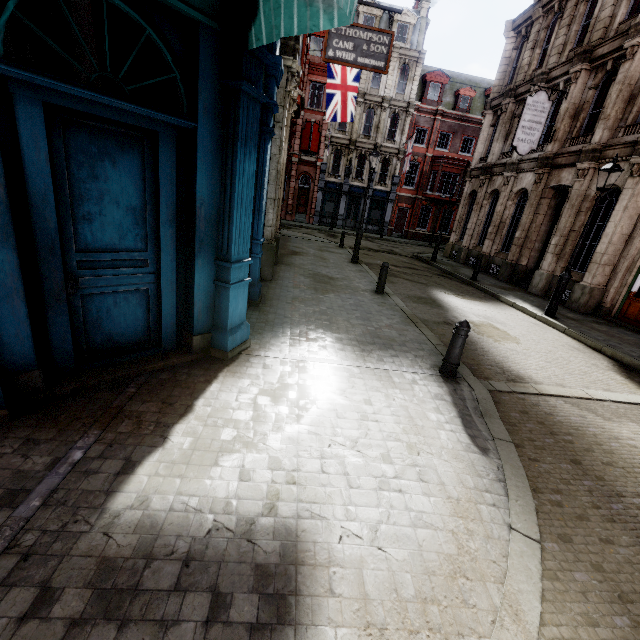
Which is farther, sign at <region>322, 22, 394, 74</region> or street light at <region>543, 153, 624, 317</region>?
sign at <region>322, 22, 394, 74</region>

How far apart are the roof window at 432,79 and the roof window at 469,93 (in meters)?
1.25

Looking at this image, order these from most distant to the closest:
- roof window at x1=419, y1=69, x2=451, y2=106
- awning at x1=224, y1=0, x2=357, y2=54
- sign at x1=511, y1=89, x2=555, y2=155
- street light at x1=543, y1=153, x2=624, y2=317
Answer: roof window at x1=419, y1=69, x2=451, y2=106 → sign at x1=511, y1=89, x2=555, y2=155 → street light at x1=543, y1=153, x2=624, y2=317 → awning at x1=224, y1=0, x2=357, y2=54

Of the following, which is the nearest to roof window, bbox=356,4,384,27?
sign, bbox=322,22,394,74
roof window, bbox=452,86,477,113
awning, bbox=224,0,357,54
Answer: roof window, bbox=452,86,477,113

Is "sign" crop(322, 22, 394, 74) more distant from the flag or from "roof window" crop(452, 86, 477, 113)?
"roof window" crop(452, 86, 477, 113)

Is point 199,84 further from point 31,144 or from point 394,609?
point 394,609

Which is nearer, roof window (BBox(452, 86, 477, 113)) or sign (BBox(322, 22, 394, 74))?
sign (BBox(322, 22, 394, 74))

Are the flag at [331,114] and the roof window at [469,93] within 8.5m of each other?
no
